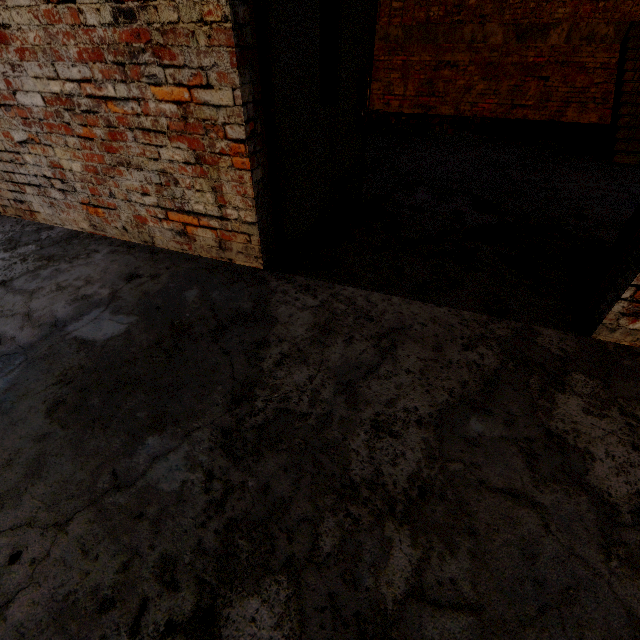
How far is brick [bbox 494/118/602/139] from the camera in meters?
6.6

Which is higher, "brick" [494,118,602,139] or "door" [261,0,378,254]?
"door" [261,0,378,254]

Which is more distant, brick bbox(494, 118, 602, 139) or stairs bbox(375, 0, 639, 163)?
brick bbox(494, 118, 602, 139)

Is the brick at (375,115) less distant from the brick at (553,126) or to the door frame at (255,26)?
the brick at (553,126)

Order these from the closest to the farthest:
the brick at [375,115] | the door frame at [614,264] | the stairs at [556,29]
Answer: the door frame at [614,264], the stairs at [556,29], the brick at [375,115]

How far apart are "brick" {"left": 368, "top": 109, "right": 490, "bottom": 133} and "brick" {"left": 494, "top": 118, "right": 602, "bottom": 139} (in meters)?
1.66

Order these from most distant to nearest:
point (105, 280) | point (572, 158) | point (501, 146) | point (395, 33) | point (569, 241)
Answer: point (395, 33), point (501, 146), point (572, 158), point (569, 241), point (105, 280)

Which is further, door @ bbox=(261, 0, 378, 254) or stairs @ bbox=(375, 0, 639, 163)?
stairs @ bbox=(375, 0, 639, 163)
